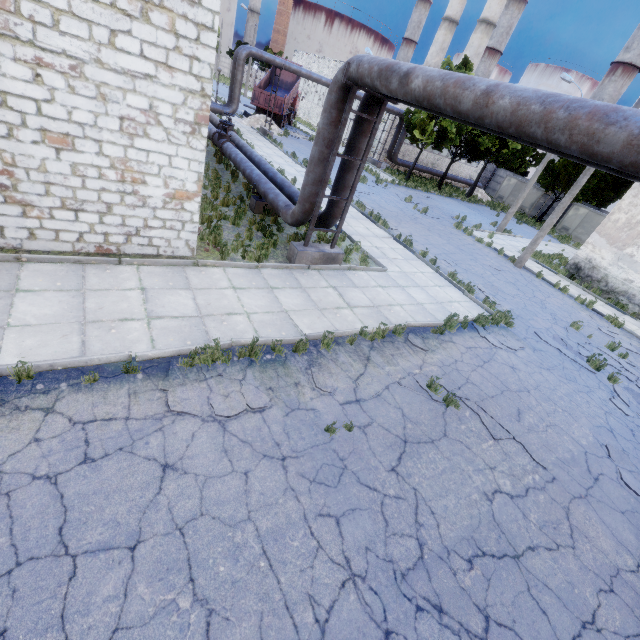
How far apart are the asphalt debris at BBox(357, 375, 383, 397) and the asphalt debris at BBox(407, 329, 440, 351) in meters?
2.1

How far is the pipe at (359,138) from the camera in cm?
859

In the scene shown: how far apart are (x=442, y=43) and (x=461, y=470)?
64.15m

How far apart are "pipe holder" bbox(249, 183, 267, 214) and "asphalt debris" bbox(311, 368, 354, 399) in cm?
813

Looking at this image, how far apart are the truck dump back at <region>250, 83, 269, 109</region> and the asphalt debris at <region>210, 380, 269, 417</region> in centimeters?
3185cm

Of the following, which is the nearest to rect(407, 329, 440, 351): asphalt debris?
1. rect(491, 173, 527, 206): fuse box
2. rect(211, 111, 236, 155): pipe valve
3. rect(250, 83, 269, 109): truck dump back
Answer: rect(211, 111, 236, 155): pipe valve

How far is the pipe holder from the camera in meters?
12.1 m

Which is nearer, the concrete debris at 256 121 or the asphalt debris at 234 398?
the asphalt debris at 234 398
